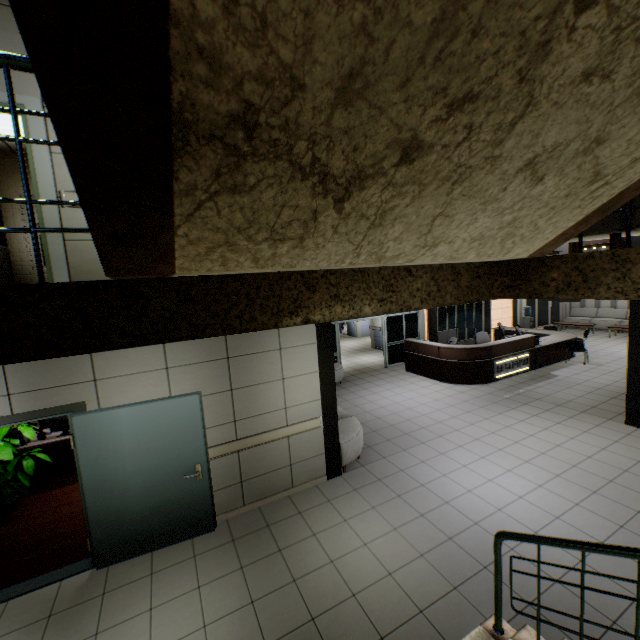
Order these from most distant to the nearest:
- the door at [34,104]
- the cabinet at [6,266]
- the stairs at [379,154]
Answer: the cabinet at [6,266]
the door at [34,104]
the stairs at [379,154]

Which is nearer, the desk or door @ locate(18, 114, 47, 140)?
door @ locate(18, 114, 47, 140)

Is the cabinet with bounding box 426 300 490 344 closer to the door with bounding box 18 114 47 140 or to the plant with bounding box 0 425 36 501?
the door with bounding box 18 114 47 140

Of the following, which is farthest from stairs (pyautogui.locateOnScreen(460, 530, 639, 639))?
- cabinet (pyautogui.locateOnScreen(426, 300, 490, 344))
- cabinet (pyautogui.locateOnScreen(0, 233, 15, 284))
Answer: cabinet (pyautogui.locateOnScreen(426, 300, 490, 344))

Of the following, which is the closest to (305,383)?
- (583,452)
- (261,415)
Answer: (261,415)

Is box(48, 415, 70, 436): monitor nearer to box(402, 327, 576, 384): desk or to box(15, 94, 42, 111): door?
box(15, 94, 42, 111): door

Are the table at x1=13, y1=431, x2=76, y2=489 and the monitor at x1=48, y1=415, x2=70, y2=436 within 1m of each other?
yes

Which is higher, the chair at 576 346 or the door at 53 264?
the door at 53 264
